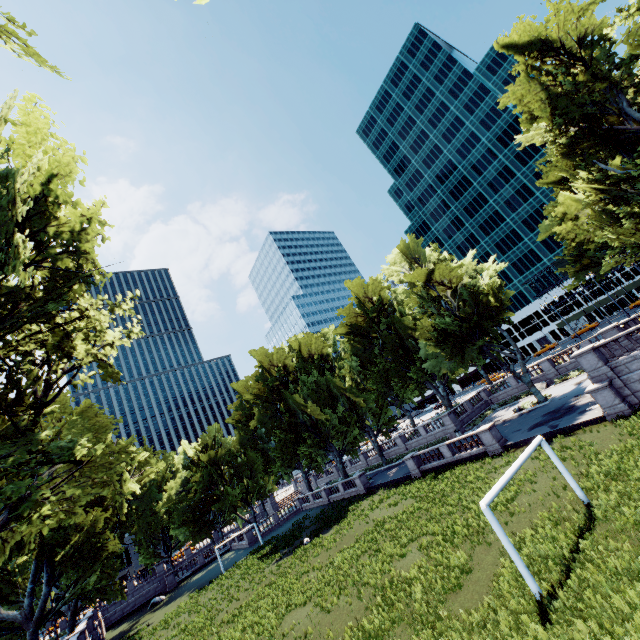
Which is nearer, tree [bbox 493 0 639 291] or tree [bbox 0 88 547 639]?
tree [bbox 0 88 547 639]

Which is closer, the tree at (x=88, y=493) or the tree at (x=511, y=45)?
the tree at (x=88, y=493)

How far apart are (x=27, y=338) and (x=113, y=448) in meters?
6.8 m
